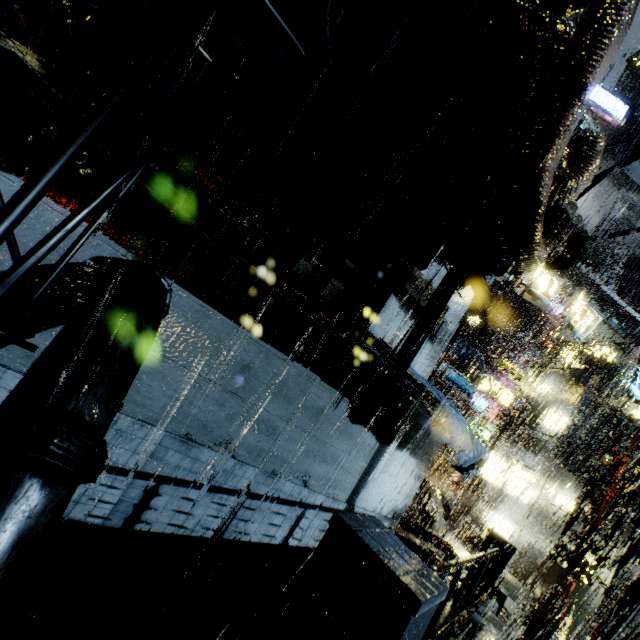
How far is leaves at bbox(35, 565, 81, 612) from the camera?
4.1m

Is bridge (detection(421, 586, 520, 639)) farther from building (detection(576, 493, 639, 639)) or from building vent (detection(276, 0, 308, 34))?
building vent (detection(276, 0, 308, 34))

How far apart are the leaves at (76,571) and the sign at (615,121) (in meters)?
24.29

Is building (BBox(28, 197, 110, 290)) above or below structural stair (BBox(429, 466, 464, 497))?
above

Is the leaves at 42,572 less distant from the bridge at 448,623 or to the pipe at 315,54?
the bridge at 448,623

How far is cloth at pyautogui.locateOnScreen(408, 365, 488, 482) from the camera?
7.66m

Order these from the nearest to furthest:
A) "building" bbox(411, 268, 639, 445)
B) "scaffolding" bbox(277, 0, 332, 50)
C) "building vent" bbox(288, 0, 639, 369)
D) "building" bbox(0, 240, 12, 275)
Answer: "scaffolding" bbox(277, 0, 332, 50) < "building vent" bbox(288, 0, 639, 369) < "building" bbox(0, 240, 12, 275) < "building" bbox(411, 268, 639, 445)

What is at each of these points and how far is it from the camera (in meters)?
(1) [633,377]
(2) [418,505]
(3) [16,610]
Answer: (1) sign, 13.72
(2) stairs, 20.83
(3) leaves, 3.79
